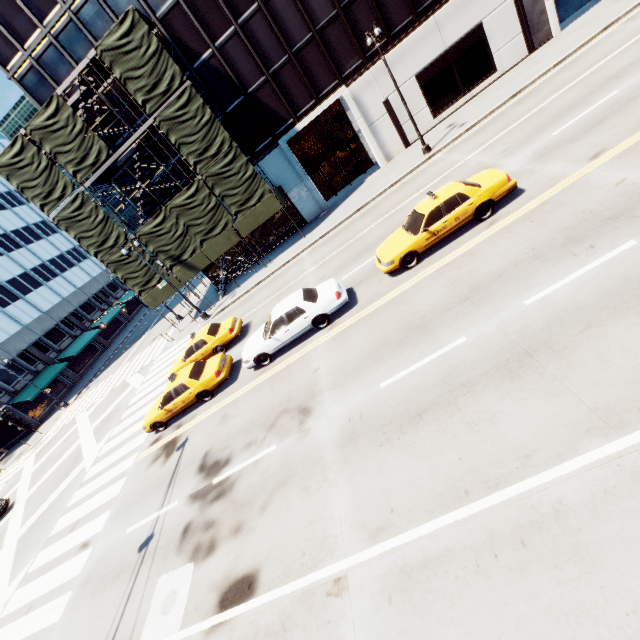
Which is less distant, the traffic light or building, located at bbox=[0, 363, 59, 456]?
the traffic light

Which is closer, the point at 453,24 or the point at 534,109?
the point at 534,109

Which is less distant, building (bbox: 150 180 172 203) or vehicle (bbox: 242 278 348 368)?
vehicle (bbox: 242 278 348 368)

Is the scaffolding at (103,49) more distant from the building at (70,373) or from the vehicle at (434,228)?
A: the building at (70,373)

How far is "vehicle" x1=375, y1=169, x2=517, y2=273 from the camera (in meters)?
10.84

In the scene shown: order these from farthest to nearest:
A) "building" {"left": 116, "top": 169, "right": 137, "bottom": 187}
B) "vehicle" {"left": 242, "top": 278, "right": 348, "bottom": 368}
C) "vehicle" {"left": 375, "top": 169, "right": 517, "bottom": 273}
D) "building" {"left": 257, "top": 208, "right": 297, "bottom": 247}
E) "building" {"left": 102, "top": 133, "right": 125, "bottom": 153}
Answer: "building" {"left": 257, "top": 208, "right": 297, "bottom": 247} → "building" {"left": 116, "top": 169, "right": 137, "bottom": 187} → "building" {"left": 102, "top": 133, "right": 125, "bottom": 153} → "vehicle" {"left": 242, "top": 278, "right": 348, "bottom": 368} → "vehicle" {"left": 375, "top": 169, "right": 517, "bottom": 273}

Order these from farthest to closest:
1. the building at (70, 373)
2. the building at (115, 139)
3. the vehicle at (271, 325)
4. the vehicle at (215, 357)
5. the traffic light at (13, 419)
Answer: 1. the building at (70, 373)
2. the building at (115, 139)
3. the vehicle at (215, 357)
4. the vehicle at (271, 325)
5. the traffic light at (13, 419)

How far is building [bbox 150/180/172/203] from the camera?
25.0 meters
